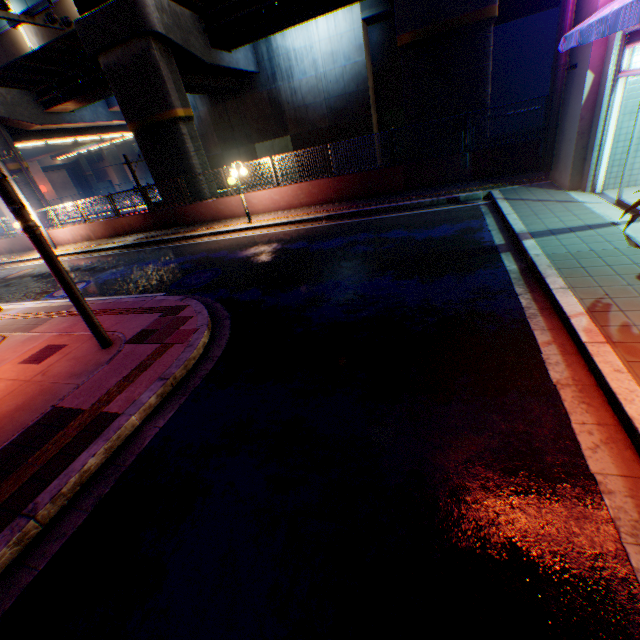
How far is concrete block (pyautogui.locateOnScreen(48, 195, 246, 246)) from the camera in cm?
1558

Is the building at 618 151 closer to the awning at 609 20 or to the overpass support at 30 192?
the awning at 609 20

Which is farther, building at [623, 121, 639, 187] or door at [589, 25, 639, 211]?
building at [623, 121, 639, 187]

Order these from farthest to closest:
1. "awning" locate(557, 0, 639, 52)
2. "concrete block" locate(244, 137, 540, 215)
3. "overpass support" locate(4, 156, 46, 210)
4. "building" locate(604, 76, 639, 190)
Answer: "overpass support" locate(4, 156, 46, 210) → "concrete block" locate(244, 137, 540, 215) → "building" locate(604, 76, 639, 190) → "awning" locate(557, 0, 639, 52)

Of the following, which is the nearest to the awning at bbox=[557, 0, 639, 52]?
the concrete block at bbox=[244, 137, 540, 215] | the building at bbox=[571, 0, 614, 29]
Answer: the building at bbox=[571, 0, 614, 29]

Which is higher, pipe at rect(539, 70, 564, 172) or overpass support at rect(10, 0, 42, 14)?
overpass support at rect(10, 0, 42, 14)

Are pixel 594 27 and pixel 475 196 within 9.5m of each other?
yes

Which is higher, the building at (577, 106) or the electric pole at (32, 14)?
the electric pole at (32, 14)
